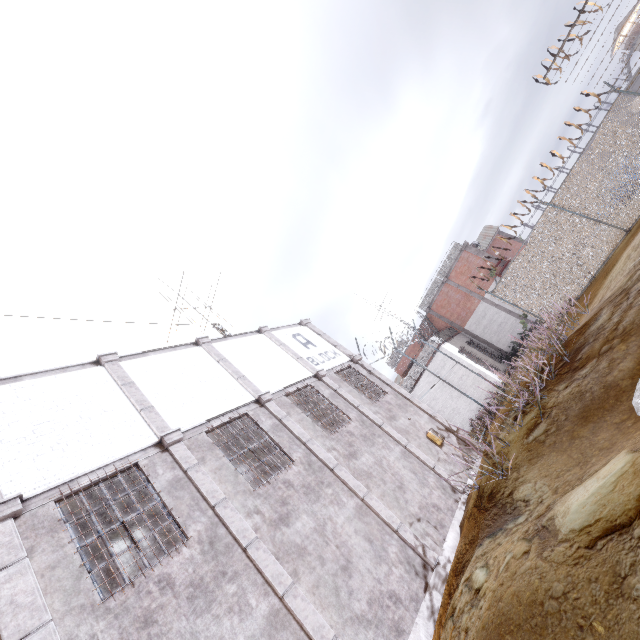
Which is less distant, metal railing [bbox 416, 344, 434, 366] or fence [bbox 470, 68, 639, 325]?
fence [bbox 470, 68, 639, 325]

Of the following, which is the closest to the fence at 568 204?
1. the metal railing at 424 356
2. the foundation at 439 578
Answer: the metal railing at 424 356

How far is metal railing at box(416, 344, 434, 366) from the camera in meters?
21.0 m

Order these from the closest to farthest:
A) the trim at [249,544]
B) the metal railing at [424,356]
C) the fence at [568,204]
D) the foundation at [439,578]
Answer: the trim at [249,544] → the foundation at [439,578] → the fence at [568,204] → the metal railing at [424,356]

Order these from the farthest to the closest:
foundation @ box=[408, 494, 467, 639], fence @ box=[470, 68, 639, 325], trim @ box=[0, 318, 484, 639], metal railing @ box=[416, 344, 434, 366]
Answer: metal railing @ box=[416, 344, 434, 366] < fence @ box=[470, 68, 639, 325] < foundation @ box=[408, 494, 467, 639] < trim @ box=[0, 318, 484, 639]

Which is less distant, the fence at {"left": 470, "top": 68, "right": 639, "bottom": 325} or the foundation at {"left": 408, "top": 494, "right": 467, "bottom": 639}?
the foundation at {"left": 408, "top": 494, "right": 467, "bottom": 639}

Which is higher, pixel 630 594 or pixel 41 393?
pixel 41 393

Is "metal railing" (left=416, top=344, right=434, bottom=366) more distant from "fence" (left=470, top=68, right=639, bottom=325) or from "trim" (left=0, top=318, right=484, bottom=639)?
"trim" (left=0, top=318, right=484, bottom=639)
